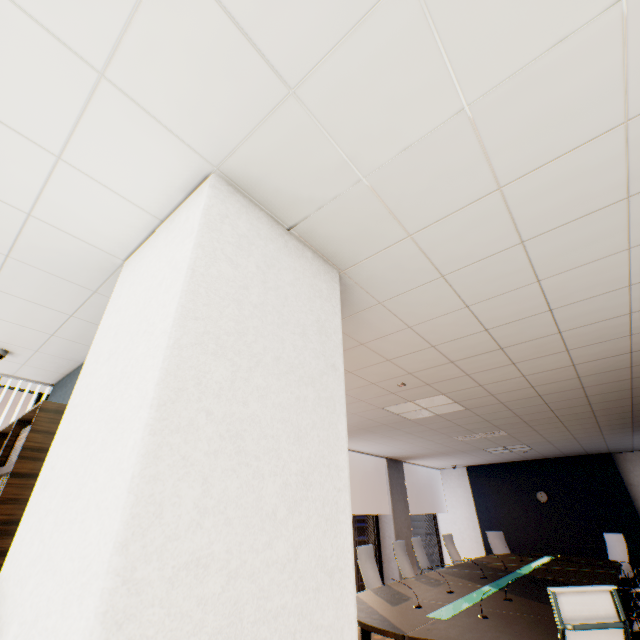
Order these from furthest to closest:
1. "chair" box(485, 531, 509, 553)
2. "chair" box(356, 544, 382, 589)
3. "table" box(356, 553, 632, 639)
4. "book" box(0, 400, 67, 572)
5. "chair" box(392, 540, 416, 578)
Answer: "chair" box(485, 531, 509, 553) < "chair" box(392, 540, 416, 578) < "chair" box(356, 544, 382, 589) < "table" box(356, 553, 632, 639) < "book" box(0, 400, 67, 572)

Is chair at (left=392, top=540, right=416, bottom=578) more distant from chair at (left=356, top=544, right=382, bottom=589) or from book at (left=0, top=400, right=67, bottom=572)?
book at (left=0, top=400, right=67, bottom=572)

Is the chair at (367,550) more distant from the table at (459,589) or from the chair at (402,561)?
the chair at (402,561)

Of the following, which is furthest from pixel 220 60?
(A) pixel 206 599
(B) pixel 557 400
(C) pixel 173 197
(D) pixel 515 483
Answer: (D) pixel 515 483

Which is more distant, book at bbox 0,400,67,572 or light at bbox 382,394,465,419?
light at bbox 382,394,465,419

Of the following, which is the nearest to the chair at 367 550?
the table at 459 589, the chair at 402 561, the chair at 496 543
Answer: the table at 459 589

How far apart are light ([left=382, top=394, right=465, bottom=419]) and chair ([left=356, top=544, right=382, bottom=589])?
2.1 meters

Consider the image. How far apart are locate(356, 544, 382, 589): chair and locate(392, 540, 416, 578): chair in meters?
0.7 m
